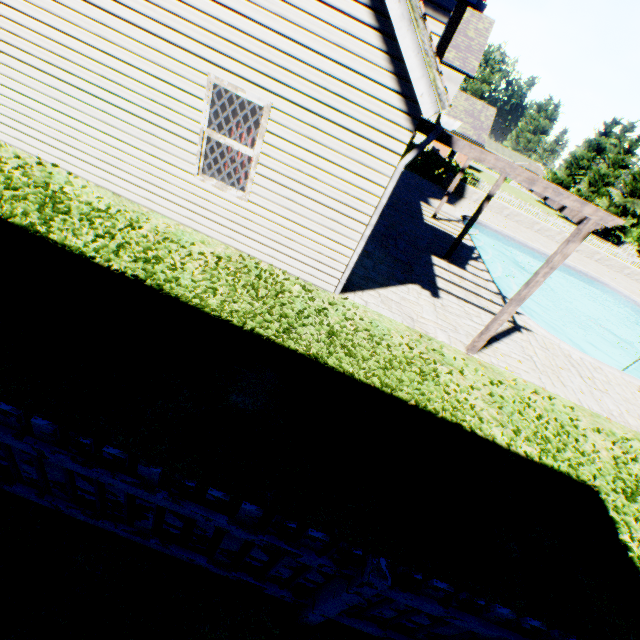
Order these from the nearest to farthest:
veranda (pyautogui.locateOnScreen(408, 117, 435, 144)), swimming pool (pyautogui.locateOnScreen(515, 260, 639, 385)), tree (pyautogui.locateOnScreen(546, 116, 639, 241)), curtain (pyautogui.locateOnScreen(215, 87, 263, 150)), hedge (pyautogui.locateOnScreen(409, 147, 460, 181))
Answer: veranda (pyautogui.locateOnScreen(408, 117, 435, 144))
curtain (pyautogui.locateOnScreen(215, 87, 263, 150))
swimming pool (pyautogui.locateOnScreen(515, 260, 639, 385))
hedge (pyautogui.locateOnScreen(409, 147, 460, 181))
tree (pyautogui.locateOnScreen(546, 116, 639, 241))

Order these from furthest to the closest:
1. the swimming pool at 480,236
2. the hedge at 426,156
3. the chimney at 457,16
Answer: the hedge at 426,156, the chimney at 457,16, the swimming pool at 480,236

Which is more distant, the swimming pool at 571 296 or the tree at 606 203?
the tree at 606 203

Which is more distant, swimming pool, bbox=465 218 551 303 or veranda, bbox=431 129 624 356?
swimming pool, bbox=465 218 551 303

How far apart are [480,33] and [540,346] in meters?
31.6

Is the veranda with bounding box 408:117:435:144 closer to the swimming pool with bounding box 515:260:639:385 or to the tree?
the swimming pool with bounding box 515:260:639:385

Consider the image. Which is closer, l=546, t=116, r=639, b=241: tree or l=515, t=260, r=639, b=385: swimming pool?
l=515, t=260, r=639, b=385: swimming pool

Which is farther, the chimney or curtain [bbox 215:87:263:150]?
the chimney
